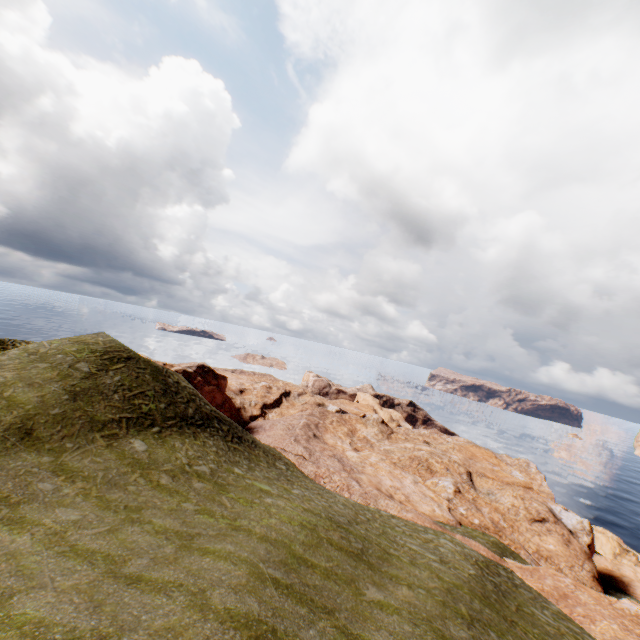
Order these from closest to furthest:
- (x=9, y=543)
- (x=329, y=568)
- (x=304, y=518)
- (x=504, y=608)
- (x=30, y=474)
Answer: (x=9, y=543), (x=329, y=568), (x=30, y=474), (x=504, y=608), (x=304, y=518)
